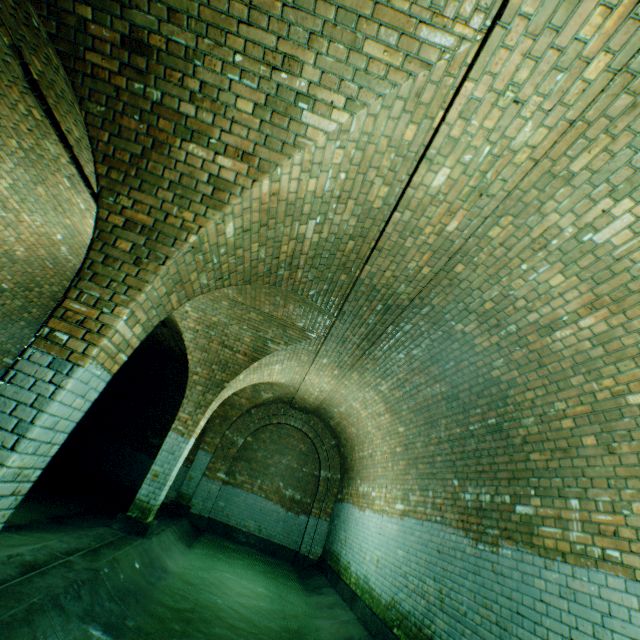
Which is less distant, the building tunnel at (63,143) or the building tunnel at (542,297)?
the building tunnel at (542,297)

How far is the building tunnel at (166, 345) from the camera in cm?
945

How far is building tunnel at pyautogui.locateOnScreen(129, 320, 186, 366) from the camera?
9.4 meters

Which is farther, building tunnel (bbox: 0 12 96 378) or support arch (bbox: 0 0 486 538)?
building tunnel (bbox: 0 12 96 378)

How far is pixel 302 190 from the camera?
3.1m

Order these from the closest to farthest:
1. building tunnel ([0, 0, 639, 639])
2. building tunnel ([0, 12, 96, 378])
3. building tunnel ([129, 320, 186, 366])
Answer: building tunnel ([0, 0, 639, 639])
building tunnel ([0, 12, 96, 378])
building tunnel ([129, 320, 186, 366])

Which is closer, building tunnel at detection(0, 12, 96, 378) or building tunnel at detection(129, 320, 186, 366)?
building tunnel at detection(0, 12, 96, 378)
